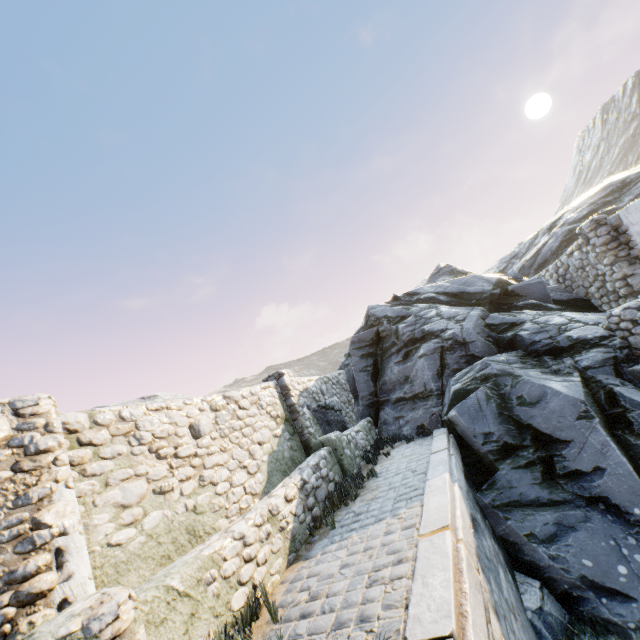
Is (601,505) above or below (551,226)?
below

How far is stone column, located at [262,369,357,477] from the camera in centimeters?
759cm

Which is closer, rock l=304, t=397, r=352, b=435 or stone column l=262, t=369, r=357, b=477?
stone column l=262, t=369, r=357, b=477

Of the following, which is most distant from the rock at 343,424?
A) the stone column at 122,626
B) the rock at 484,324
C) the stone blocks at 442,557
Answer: the stone column at 122,626

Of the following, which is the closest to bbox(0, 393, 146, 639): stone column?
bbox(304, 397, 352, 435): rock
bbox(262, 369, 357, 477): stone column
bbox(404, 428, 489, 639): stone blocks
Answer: bbox(404, 428, 489, 639): stone blocks

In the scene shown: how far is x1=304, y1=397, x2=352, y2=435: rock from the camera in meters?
9.6

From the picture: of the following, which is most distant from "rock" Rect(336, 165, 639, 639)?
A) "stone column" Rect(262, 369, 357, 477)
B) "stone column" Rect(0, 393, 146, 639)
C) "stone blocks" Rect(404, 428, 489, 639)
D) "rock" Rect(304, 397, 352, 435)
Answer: "stone column" Rect(0, 393, 146, 639)

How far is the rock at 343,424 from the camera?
9.6 meters
